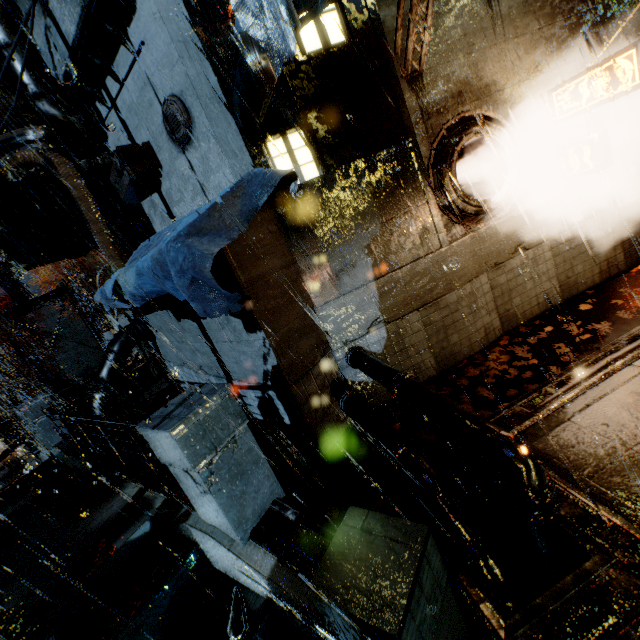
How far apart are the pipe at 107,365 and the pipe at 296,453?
8.5m

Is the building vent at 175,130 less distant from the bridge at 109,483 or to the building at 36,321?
the building at 36,321

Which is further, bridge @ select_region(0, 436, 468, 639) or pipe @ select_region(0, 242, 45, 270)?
pipe @ select_region(0, 242, 45, 270)

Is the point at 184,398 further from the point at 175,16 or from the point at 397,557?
the point at 175,16

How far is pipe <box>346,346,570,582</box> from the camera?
3.35m

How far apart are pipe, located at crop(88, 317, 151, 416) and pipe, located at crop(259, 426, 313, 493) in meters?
8.5 m

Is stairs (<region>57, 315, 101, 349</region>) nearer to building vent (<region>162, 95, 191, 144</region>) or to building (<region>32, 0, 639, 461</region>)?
building (<region>32, 0, 639, 461</region>)

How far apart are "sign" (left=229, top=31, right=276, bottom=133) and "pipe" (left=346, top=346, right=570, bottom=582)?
4.9 meters
